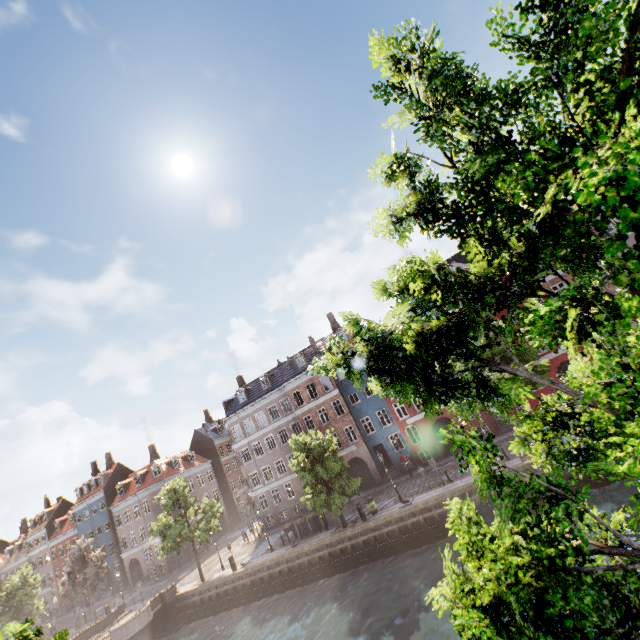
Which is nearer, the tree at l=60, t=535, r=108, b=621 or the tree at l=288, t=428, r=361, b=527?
the tree at l=288, t=428, r=361, b=527

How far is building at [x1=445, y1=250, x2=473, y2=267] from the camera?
32.19m

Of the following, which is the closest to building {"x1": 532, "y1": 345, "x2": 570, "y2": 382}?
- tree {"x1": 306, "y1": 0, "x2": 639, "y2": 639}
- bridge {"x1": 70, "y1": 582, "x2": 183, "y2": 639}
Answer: tree {"x1": 306, "y1": 0, "x2": 639, "y2": 639}

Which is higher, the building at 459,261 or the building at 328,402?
the building at 459,261

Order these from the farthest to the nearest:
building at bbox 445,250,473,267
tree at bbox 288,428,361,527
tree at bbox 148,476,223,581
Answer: building at bbox 445,250,473,267
tree at bbox 148,476,223,581
tree at bbox 288,428,361,527

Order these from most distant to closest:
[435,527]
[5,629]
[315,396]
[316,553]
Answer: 1. [315,396]
2. [316,553]
3. [435,527]
4. [5,629]

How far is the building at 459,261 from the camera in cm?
3219
